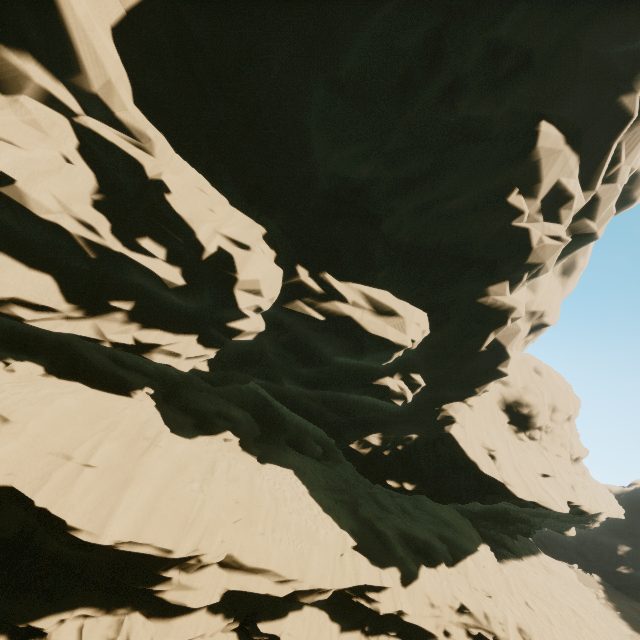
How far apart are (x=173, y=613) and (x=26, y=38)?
16.3 meters
